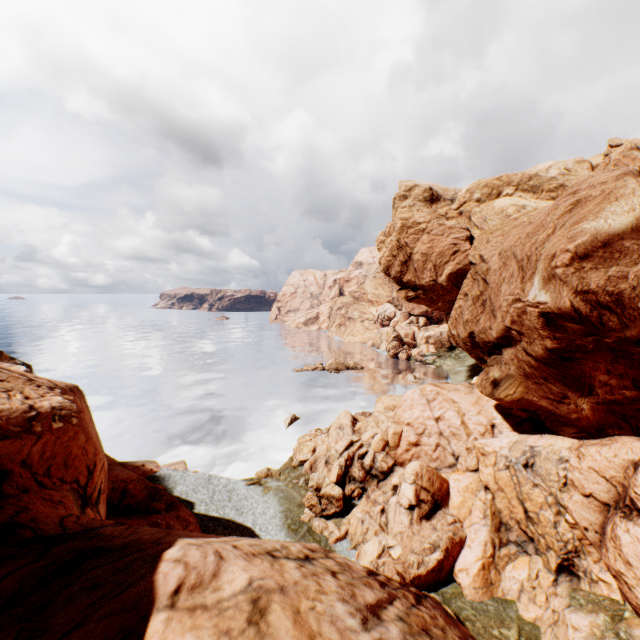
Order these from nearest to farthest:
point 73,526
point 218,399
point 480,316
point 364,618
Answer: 1. point 364,618
2. point 73,526
3. point 480,316
4. point 218,399

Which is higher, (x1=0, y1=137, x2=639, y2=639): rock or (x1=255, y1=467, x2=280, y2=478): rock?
(x1=0, y1=137, x2=639, y2=639): rock

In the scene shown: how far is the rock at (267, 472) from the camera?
33.8 meters

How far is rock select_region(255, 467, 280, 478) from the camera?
33.8 meters

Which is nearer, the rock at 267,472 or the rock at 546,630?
the rock at 546,630

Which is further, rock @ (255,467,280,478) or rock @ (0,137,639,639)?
rock @ (255,467,280,478)
